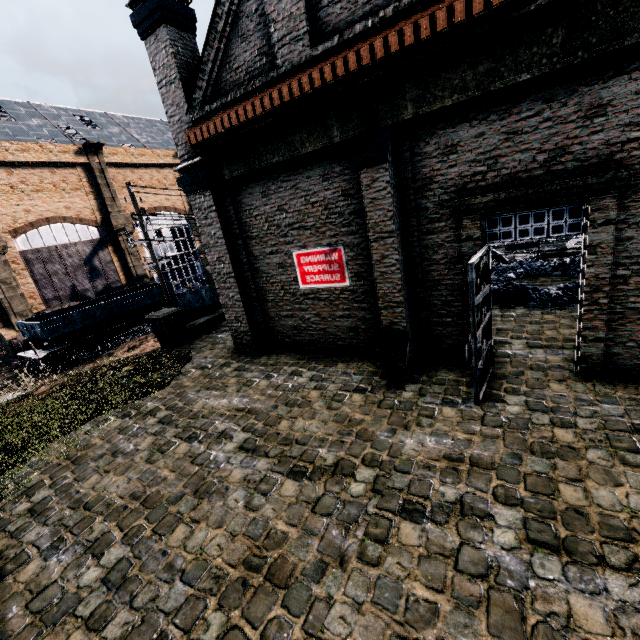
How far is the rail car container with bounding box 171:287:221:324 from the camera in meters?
17.3

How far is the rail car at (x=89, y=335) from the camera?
23.6 meters

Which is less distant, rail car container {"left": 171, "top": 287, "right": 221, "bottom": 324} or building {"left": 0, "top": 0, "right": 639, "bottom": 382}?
building {"left": 0, "top": 0, "right": 639, "bottom": 382}

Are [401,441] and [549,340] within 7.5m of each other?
yes

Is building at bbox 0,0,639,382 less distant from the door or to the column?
the door

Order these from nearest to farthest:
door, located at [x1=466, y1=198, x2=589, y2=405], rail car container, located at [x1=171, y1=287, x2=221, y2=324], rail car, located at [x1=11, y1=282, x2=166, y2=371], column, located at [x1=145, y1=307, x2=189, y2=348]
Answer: door, located at [x1=466, y1=198, x2=589, y2=405], column, located at [x1=145, y1=307, x2=189, y2=348], rail car container, located at [x1=171, y1=287, x2=221, y2=324], rail car, located at [x1=11, y1=282, x2=166, y2=371]

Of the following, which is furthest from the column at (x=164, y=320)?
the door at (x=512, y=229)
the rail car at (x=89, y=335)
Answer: the rail car at (x=89, y=335)

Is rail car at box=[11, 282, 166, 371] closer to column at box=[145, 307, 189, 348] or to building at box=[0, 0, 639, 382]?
building at box=[0, 0, 639, 382]
